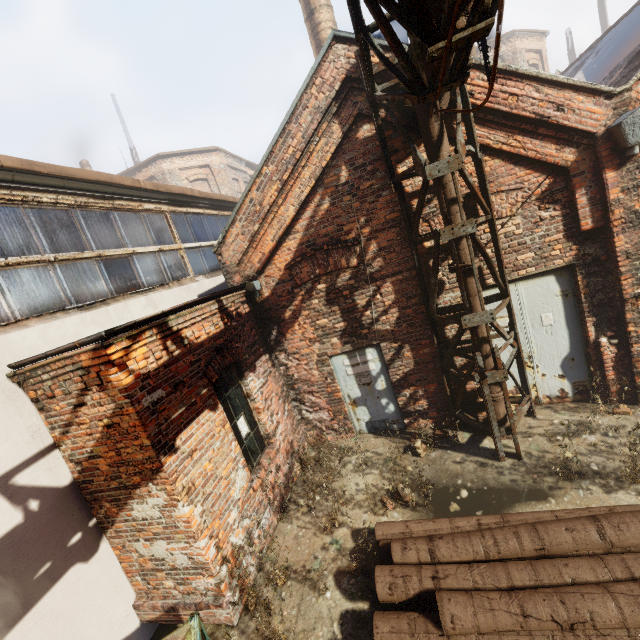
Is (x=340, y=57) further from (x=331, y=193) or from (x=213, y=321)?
(x=213, y=321)

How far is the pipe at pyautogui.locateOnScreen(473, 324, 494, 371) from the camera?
5.3 meters

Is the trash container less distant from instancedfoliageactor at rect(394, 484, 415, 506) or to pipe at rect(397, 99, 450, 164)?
instancedfoliageactor at rect(394, 484, 415, 506)

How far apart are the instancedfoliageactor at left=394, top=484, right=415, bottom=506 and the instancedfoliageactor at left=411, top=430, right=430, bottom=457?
0.9m

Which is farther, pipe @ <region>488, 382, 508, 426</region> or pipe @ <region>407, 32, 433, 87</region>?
pipe @ <region>488, 382, 508, 426</region>

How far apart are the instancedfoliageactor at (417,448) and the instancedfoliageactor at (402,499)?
0.9 meters

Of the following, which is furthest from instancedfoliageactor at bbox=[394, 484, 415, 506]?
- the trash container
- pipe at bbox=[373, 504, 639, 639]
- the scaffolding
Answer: the trash container

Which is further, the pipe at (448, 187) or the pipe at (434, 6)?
the pipe at (448, 187)
